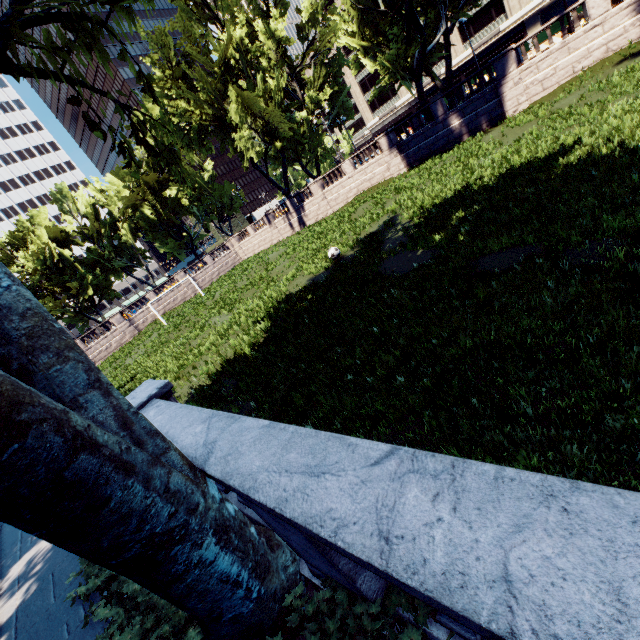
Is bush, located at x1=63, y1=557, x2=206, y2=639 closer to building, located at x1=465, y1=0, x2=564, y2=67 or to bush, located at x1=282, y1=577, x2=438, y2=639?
bush, located at x1=282, y1=577, x2=438, y2=639

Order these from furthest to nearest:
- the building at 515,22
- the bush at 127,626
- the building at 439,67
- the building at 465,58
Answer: the building at 439,67, the building at 465,58, the building at 515,22, the bush at 127,626

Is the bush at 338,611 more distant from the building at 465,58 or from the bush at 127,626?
the building at 465,58

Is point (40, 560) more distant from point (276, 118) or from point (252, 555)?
point (276, 118)

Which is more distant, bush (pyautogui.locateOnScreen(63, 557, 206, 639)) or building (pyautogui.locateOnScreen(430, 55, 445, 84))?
building (pyautogui.locateOnScreen(430, 55, 445, 84))

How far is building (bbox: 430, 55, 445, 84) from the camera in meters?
58.2 m

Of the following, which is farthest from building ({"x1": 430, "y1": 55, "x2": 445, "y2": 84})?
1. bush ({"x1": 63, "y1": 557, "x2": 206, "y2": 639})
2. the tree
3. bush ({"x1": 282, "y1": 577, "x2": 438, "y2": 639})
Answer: bush ({"x1": 63, "y1": 557, "x2": 206, "y2": 639})
